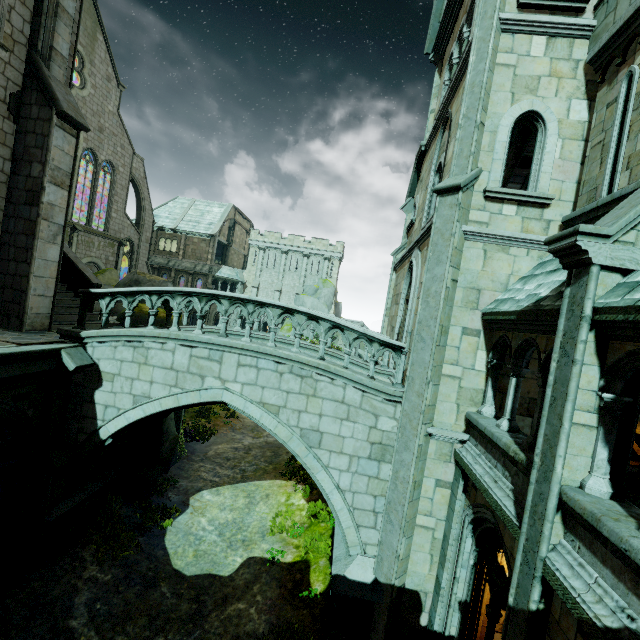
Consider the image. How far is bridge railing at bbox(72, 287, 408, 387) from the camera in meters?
8.1

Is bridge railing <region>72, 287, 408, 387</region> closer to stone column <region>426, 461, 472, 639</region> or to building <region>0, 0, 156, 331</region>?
building <region>0, 0, 156, 331</region>

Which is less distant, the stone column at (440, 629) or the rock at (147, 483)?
the stone column at (440, 629)

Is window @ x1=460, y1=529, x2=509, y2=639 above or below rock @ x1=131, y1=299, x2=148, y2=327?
below

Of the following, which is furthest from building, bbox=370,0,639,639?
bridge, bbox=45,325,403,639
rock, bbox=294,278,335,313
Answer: rock, bbox=294,278,335,313

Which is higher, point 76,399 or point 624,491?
point 624,491

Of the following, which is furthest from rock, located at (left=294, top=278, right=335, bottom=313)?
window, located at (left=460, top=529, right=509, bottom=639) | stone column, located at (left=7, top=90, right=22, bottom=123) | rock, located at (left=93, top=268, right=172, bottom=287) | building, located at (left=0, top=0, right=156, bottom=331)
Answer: window, located at (left=460, top=529, right=509, bottom=639)

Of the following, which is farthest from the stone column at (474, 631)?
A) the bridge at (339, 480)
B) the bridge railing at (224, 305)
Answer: the bridge railing at (224, 305)
